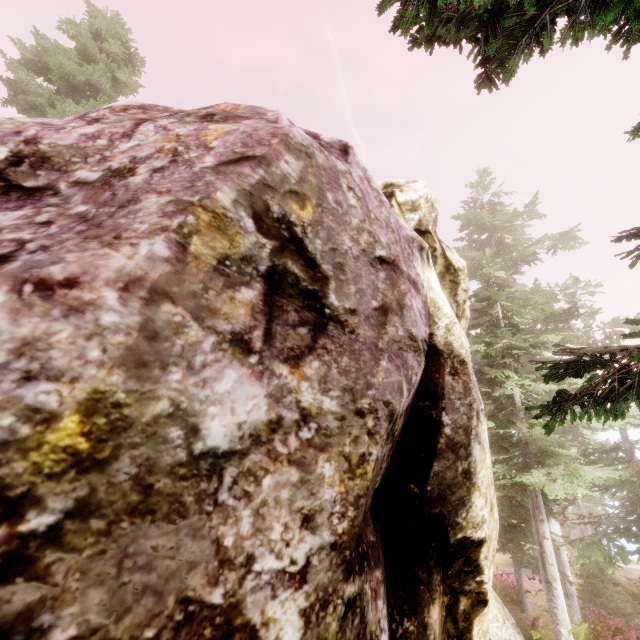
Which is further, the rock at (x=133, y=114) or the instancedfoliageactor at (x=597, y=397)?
the instancedfoliageactor at (x=597, y=397)

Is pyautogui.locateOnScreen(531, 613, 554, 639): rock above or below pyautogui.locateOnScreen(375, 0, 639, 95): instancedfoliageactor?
below

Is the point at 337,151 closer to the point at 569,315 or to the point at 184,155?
the point at 184,155

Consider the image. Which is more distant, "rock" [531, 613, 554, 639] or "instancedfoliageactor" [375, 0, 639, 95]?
"rock" [531, 613, 554, 639]

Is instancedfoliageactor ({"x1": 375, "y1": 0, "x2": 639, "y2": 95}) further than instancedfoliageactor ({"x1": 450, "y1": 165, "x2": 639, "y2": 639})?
No

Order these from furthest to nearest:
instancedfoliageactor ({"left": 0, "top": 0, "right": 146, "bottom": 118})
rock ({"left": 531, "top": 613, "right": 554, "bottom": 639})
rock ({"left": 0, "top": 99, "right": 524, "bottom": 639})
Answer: instancedfoliageactor ({"left": 0, "top": 0, "right": 146, "bottom": 118}) → rock ({"left": 531, "top": 613, "right": 554, "bottom": 639}) → rock ({"left": 0, "top": 99, "right": 524, "bottom": 639})
